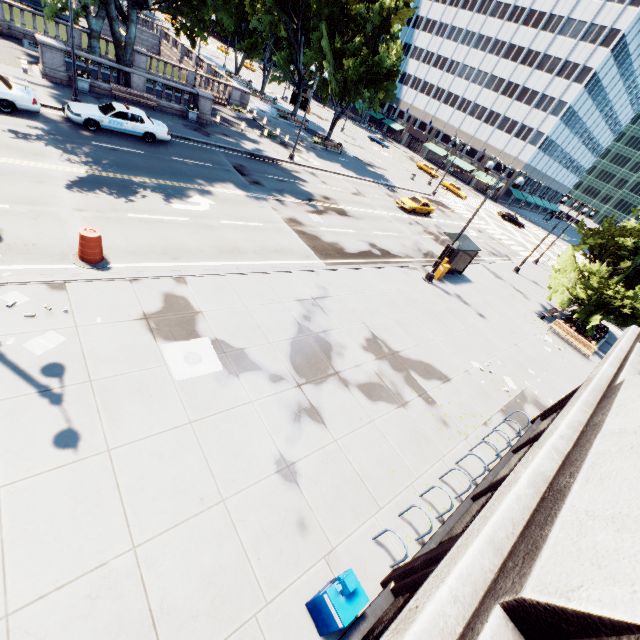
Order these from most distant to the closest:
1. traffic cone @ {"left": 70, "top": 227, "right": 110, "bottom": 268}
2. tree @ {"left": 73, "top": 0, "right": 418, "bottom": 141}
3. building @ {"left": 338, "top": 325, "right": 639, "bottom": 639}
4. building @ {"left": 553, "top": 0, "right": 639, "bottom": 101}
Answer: building @ {"left": 553, "top": 0, "right": 639, "bottom": 101} < tree @ {"left": 73, "top": 0, "right": 418, "bottom": 141} < traffic cone @ {"left": 70, "top": 227, "right": 110, "bottom": 268} < building @ {"left": 338, "top": 325, "right": 639, "bottom": 639}

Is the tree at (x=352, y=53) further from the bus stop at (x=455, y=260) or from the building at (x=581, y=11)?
the bus stop at (x=455, y=260)

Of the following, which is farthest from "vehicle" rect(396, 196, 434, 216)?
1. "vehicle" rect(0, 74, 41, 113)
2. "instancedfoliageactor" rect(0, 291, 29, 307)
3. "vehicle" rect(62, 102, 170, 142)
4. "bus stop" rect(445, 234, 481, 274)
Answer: "instancedfoliageactor" rect(0, 291, 29, 307)

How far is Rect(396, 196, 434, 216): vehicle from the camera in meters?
32.5

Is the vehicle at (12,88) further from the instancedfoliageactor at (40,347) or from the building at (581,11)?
the building at (581,11)

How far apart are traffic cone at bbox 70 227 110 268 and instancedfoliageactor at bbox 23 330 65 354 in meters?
3.0 m

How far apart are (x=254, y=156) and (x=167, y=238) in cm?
1709

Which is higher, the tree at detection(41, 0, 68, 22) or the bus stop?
the tree at detection(41, 0, 68, 22)
